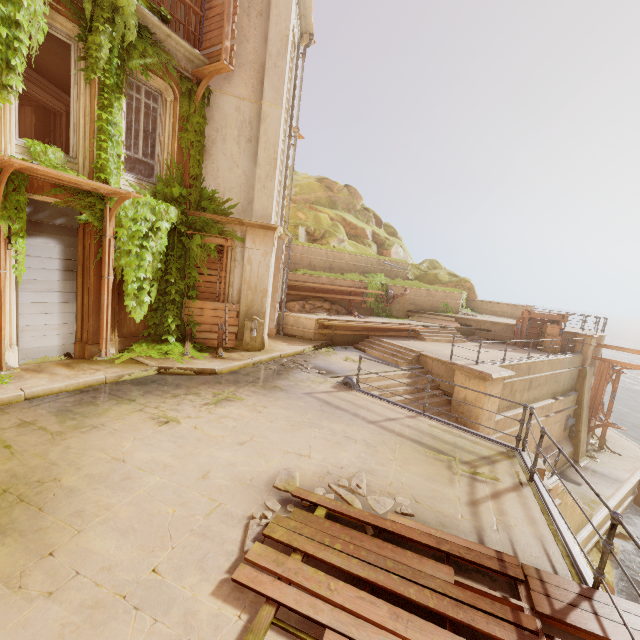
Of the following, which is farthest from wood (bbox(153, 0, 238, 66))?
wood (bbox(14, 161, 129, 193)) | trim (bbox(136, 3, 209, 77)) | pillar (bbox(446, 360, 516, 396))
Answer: pillar (bbox(446, 360, 516, 396))

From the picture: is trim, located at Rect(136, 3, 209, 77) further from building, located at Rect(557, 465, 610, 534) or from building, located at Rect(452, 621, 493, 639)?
building, located at Rect(557, 465, 610, 534)

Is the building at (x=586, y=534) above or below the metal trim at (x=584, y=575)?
below

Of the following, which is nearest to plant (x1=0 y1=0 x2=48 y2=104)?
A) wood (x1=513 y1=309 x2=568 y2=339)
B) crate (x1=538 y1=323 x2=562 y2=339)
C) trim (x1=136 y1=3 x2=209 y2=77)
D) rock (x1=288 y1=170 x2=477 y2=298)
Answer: trim (x1=136 y1=3 x2=209 y2=77)

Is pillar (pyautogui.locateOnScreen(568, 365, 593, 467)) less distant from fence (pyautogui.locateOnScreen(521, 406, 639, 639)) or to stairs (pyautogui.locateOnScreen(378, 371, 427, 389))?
stairs (pyautogui.locateOnScreen(378, 371, 427, 389))

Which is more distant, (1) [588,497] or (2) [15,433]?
(1) [588,497]

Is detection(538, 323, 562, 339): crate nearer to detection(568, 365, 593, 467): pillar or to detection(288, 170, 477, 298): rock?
detection(568, 365, 593, 467): pillar

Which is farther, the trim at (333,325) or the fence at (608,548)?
the trim at (333,325)
